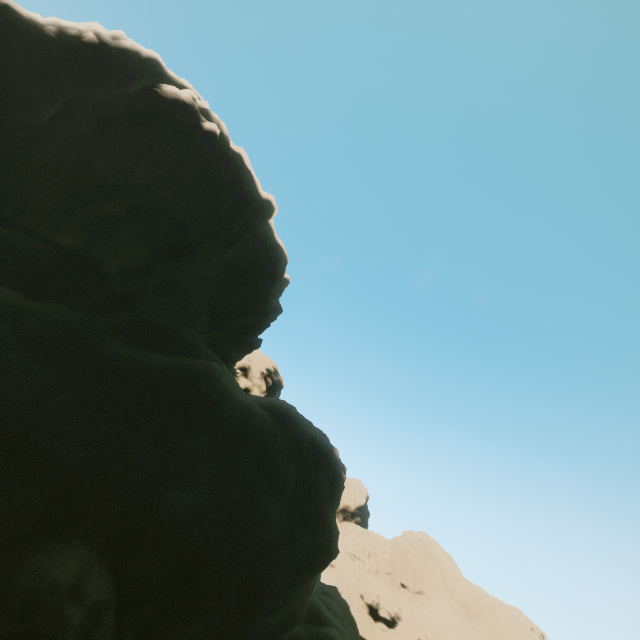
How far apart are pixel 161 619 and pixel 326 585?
33.44m
